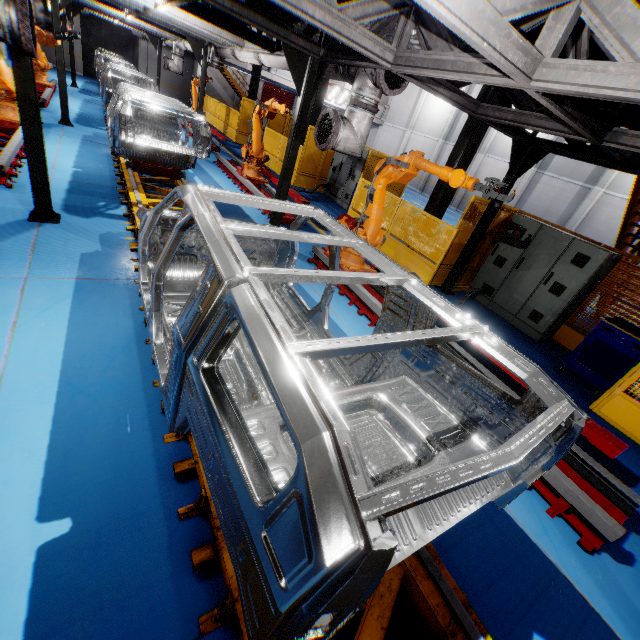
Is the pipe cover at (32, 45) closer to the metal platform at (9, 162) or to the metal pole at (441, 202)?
the metal platform at (9, 162)

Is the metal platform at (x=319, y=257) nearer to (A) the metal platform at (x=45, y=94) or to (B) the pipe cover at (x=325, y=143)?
(B) the pipe cover at (x=325, y=143)

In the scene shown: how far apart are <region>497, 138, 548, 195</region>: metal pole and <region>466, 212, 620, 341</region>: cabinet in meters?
0.6 m

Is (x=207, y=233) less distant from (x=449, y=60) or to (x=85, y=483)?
(x=85, y=483)

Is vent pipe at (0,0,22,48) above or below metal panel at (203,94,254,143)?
above

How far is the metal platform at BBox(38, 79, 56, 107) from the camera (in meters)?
10.61

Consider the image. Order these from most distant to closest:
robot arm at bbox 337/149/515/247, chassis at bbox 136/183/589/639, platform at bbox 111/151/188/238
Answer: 1. platform at bbox 111/151/188/238
2. robot arm at bbox 337/149/515/247
3. chassis at bbox 136/183/589/639

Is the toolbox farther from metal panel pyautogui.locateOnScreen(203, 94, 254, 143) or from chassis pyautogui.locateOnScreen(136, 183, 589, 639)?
chassis pyautogui.locateOnScreen(136, 183, 589, 639)
